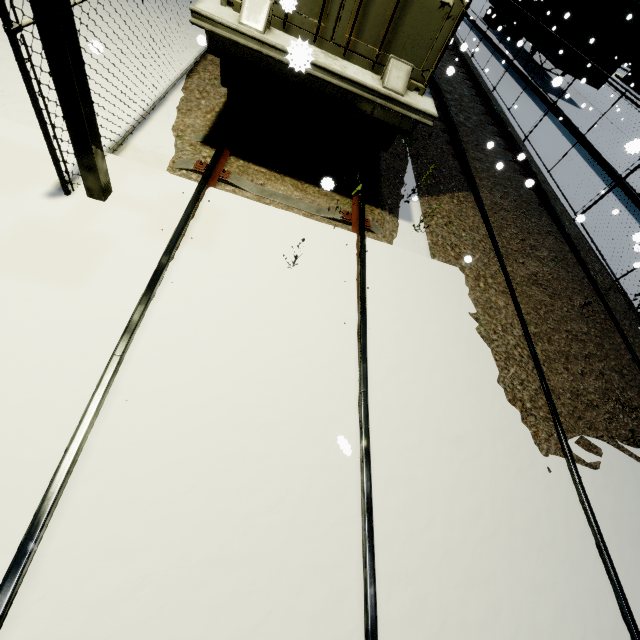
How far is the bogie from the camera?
4.1m

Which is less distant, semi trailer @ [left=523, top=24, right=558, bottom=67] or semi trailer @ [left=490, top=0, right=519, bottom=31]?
semi trailer @ [left=523, top=24, right=558, bottom=67]

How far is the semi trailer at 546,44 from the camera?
15.7 meters

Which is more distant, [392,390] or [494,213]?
[494,213]

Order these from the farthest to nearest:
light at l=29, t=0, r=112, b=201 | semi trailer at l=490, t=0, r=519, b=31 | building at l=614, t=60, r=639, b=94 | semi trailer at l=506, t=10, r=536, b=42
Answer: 1. building at l=614, t=60, r=639, b=94
2. semi trailer at l=490, t=0, r=519, b=31
3. semi trailer at l=506, t=10, r=536, b=42
4. light at l=29, t=0, r=112, b=201

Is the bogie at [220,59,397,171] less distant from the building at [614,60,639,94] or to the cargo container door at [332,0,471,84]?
the cargo container door at [332,0,471,84]

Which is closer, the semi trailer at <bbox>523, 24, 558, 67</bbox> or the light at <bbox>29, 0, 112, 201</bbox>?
the light at <bbox>29, 0, 112, 201</bbox>
